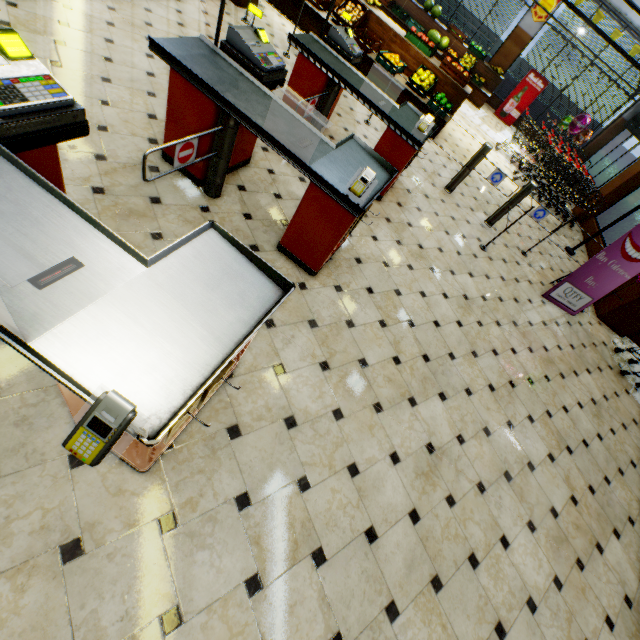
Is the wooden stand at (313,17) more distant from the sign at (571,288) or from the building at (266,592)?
the sign at (571,288)

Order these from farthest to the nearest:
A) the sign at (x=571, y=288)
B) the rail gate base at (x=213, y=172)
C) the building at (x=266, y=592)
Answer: the sign at (x=571, y=288) → the rail gate base at (x=213, y=172) → the building at (x=266, y=592)

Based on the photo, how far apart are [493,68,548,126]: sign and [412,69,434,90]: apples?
7.3 meters

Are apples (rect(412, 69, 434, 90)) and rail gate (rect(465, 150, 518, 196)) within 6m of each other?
yes

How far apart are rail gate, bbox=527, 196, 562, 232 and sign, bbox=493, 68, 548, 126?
9.4m

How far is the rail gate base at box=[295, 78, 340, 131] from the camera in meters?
4.0 m

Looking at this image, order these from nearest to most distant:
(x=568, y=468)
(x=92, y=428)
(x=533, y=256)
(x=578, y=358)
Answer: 1. (x=92, y=428)
2. (x=568, y=468)
3. (x=578, y=358)
4. (x=533, y=256)

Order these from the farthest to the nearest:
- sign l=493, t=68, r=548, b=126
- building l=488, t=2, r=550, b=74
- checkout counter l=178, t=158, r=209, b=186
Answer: sign l=493, t=68, r=548, b=126, building l=488, t=2, r=550, b=74, checkout counter l=178, t=158, r=209, b=186
